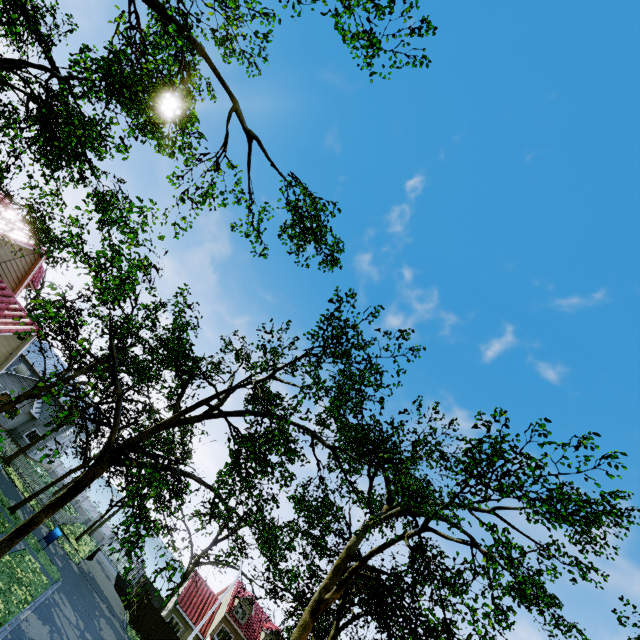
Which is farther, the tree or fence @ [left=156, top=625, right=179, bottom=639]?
fence @ [left=156, top=625, right=179, bottom=639]

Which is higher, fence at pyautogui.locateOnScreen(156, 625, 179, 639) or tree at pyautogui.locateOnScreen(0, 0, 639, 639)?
tree at pyautogui.locateOnScreen(0, 0, 639, 639)

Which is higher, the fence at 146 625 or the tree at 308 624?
the tree at 308 624

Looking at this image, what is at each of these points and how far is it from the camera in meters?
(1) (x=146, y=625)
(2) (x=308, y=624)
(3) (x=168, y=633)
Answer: (1) fence, 31.4 m
(2) tree, 20.3 m
(3) fence, 31.9 m
